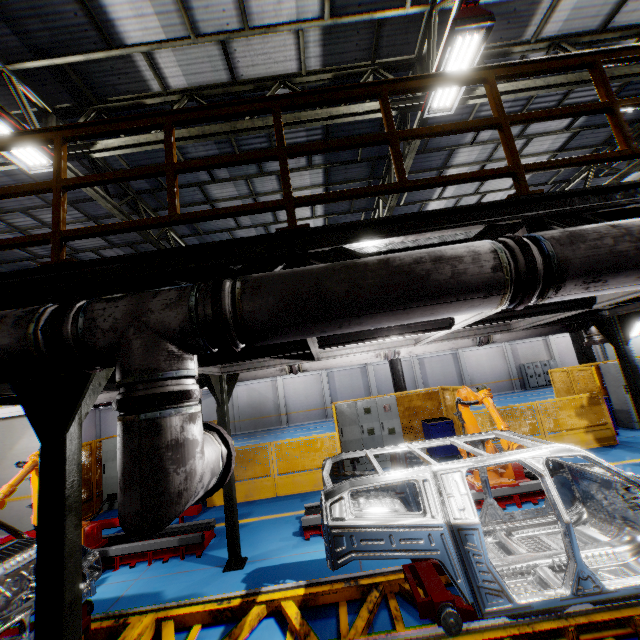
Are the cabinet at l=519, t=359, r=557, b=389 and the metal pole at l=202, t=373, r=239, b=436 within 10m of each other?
no

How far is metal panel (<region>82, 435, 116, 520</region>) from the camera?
9.9m

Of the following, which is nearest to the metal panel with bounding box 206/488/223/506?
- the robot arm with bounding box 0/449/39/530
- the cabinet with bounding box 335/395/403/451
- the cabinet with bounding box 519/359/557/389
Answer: the cabinet with bounding box 335/395/403/451

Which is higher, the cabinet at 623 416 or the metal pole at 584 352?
the metal pole at 584 352

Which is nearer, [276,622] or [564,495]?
[276,622]

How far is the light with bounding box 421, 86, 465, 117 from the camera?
5.75m

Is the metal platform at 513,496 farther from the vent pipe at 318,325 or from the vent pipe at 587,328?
the vent pipe at 318,325

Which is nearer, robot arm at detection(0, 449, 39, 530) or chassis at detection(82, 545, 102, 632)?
chassis at detection(82, 545, 102, 632)
